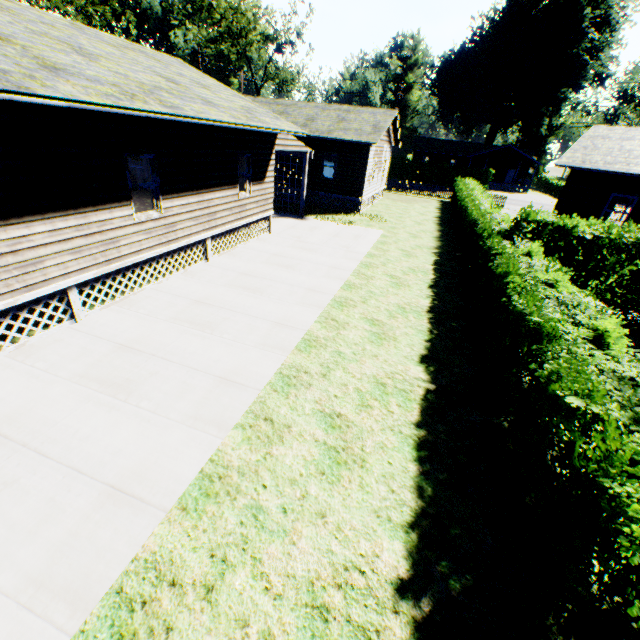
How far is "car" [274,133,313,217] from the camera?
14.8 meters

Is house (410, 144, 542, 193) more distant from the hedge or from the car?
the car

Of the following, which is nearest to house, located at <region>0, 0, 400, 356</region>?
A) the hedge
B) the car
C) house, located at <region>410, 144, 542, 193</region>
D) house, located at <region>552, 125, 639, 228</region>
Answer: the car

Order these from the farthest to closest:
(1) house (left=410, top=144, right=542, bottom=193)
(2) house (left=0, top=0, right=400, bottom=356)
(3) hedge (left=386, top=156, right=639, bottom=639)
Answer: (1) house (left=410, top=144, right=542, bottom=193), (2) house (left=0, top=0, right=400, bottom=356), (3) hedge (left=386, top=156, right=639, bottom=639)

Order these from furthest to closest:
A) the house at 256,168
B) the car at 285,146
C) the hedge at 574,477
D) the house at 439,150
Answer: the house at 439,150, the car at 285,146, the house at 256,168, the hedge at 574,477

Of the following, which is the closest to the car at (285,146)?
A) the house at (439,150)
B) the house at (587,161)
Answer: the house at (587,161)

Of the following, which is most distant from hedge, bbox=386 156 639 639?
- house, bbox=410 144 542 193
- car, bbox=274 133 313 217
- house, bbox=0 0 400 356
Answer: house, bbox=410 144 542 193

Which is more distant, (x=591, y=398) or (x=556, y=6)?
(x=556, y=6)
